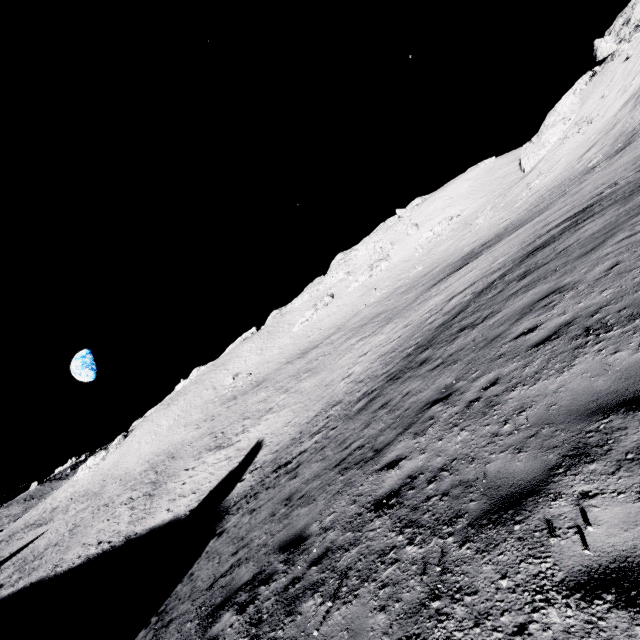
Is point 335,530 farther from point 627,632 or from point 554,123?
point 554,123
